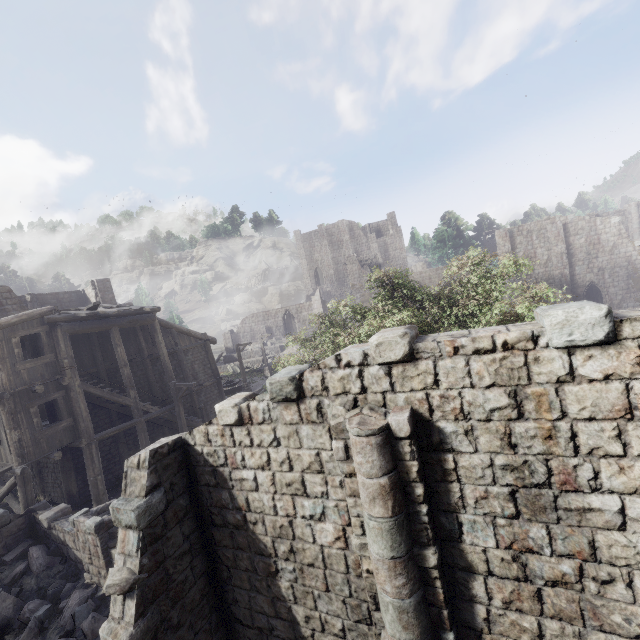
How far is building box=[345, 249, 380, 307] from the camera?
53.62m

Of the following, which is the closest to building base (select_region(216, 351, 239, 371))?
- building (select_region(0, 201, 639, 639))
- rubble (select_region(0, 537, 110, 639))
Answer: building (select_region(0, 201, 639, 639))

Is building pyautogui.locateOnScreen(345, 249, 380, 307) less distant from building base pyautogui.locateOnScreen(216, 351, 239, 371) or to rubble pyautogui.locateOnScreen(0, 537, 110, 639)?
rubble pyautogui.locateOnScreen(0, 537, 110, 639)

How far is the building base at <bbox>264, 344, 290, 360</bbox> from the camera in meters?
41.3

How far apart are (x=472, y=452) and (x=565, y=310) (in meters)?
2.28

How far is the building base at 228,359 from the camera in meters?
A: 41.8

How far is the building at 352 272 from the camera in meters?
53.6 m
